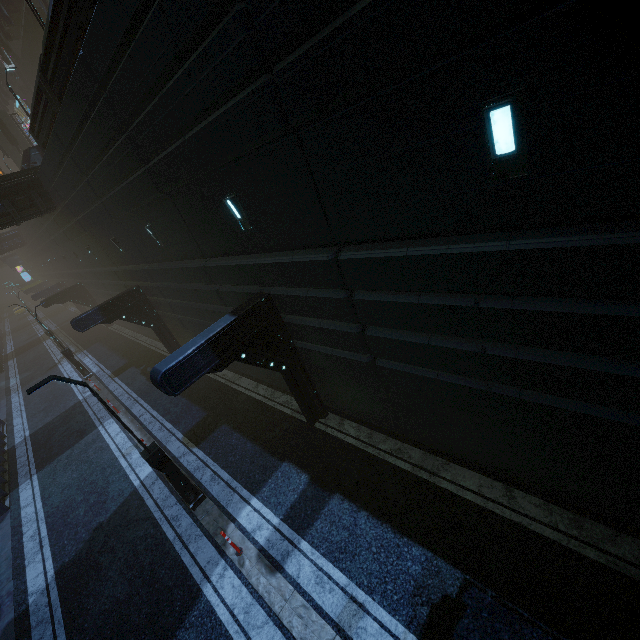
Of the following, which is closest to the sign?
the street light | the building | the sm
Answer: the building

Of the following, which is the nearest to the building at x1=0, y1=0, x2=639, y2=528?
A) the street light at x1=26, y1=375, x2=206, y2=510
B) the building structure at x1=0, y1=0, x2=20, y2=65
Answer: the building structure at x1=0, y1=0, x2=20, y2=65

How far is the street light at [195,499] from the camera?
7.33m

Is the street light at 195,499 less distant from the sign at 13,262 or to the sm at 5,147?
the sm at 5,147

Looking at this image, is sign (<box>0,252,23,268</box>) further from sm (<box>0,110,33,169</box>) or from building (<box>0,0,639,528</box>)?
sm (<box>0,110,33,169</box>)

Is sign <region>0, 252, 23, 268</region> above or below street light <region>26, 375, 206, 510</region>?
above

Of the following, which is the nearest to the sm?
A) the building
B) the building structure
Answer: the building

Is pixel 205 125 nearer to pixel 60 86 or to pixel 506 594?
pixel 60 86
